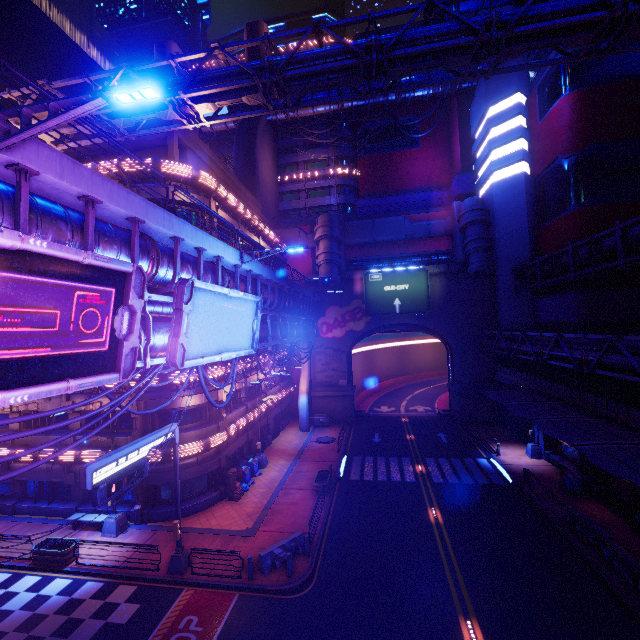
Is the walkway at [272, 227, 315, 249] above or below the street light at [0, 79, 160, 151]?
above

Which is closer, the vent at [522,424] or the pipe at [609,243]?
the pipe at [609,243]

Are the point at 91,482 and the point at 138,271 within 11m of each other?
yes

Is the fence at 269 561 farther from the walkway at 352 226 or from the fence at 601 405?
the walkway at 352 226

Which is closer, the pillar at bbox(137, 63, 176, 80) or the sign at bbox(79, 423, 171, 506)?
the sign at bbox(79, 423, 171, 506)

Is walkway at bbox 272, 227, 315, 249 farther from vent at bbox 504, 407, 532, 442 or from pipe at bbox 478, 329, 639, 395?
vent at bbox 504, 407, 532, 442

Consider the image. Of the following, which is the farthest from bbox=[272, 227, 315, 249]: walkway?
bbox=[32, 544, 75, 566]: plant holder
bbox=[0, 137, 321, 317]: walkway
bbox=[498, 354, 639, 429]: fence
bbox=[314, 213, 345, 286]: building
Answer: bbox=[32, 544, 75, 566]: plant holder

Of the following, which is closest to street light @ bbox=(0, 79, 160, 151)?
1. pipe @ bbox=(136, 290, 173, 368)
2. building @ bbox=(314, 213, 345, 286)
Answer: pipe @ bbox=(136, 290, 173, 368)
